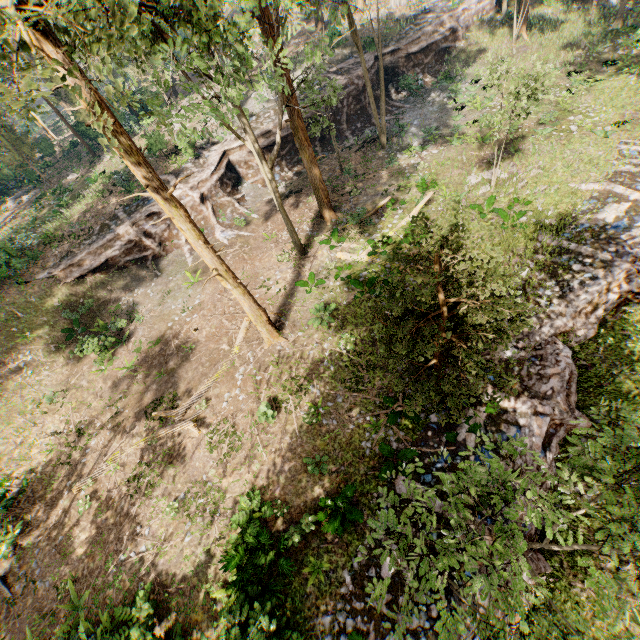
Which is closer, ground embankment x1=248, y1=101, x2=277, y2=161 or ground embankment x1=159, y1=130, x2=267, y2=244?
ground embankment x1=159, y1=130, x2=267, y2=244

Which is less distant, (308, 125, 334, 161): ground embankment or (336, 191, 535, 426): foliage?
(336, 191, 535, 426): foliage

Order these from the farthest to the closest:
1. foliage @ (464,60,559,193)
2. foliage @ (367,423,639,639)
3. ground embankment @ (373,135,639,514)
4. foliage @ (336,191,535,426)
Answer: foliage @ (464,60,559,193), ground embankment @ (373,135,639,514), foliage @ (336,191,535,426), foliage @ (367,423,639,639)

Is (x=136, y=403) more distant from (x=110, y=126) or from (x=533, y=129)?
(x=533, y=129)

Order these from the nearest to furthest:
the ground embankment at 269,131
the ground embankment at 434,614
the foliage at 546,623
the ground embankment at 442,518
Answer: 1. the foliage at 546,623
2. the ground embankment at 434,614
3. the ground embankment at 442,518
4. the ground embankment at 269,131

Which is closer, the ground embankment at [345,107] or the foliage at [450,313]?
the foliage at [450,313]

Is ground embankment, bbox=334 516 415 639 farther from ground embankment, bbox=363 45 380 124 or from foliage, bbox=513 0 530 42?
foliage, bbox=513 0 530 42
